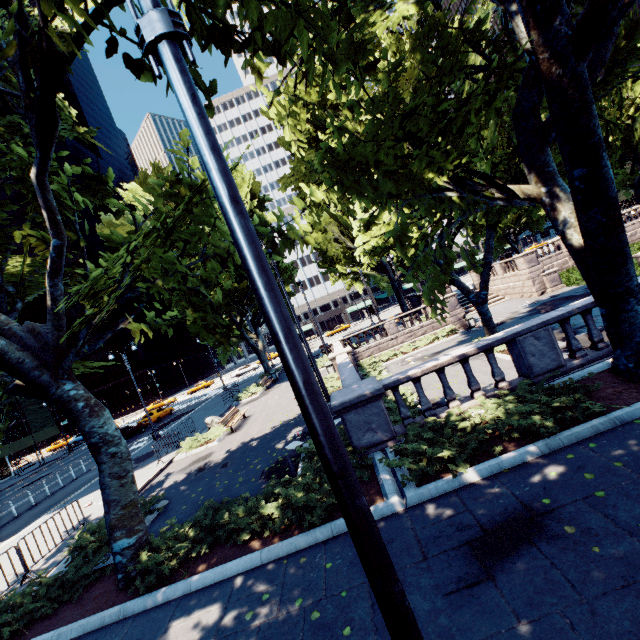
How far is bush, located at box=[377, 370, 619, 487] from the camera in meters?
6.3

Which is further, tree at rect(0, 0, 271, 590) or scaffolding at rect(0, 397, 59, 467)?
scaffolding at rect(0, 397, 59, 467)

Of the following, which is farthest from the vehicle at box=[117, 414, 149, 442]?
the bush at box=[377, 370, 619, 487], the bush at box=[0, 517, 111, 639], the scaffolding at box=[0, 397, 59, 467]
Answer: the bush at box=[377, 370, 619, 487]

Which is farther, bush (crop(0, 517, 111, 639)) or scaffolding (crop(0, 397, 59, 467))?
scaffolding (crop(0, 397, 59, 467))

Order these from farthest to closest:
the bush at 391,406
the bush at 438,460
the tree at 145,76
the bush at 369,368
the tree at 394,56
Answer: the bush at 369,368 → the bush at 391,406 → the bush at 438,460 → the tree at 394,56 → the tree at 145,76

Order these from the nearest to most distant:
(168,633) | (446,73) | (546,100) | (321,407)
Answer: (321,407) < (168,633) < (546,100) < (446,73)

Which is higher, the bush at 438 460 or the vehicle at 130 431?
the vehicle at 130 431

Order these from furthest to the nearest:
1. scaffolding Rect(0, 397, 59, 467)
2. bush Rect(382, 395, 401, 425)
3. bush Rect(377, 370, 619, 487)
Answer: scaffolding Rect(0, 397, 59, 467) < bush Rect(382, 395, 401, 425) < bush Rect(377, 370, 619, 487)
